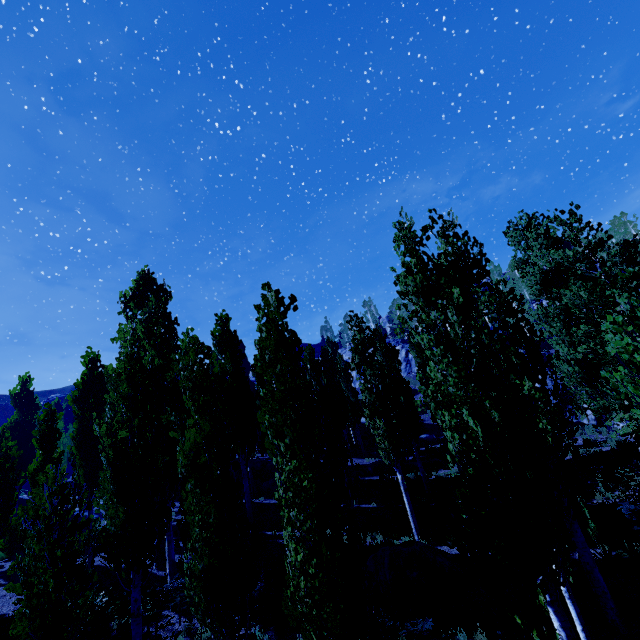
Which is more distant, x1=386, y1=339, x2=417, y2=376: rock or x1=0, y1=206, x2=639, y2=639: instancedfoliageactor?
x1=386, y1=339, x2=417, y2=376: rock

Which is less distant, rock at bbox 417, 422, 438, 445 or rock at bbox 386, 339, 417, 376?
rock at bbox 417, 422, 438, 445

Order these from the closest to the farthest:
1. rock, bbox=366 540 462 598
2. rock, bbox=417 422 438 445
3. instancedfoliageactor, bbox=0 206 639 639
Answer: instancedfoliageactor, bbox=0 206 639 639
rock, bbox=366 540 462 598
rock, bbox=417 422 438 445

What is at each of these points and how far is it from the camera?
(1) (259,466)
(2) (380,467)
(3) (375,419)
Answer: (1) rock, 29.3m
(2) rock, 24.8m
(3) instancedfoliageactor, 15.3m

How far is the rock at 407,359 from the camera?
49.29m

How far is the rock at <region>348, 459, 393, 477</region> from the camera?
24.6 meters

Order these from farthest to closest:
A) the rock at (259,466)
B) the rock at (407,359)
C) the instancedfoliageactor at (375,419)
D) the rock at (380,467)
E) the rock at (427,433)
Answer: the rock at (407,359), the rock at (427,433), the rock at (259,466), the rock at (380,467), the instancedfoliageactor at (375,419)
